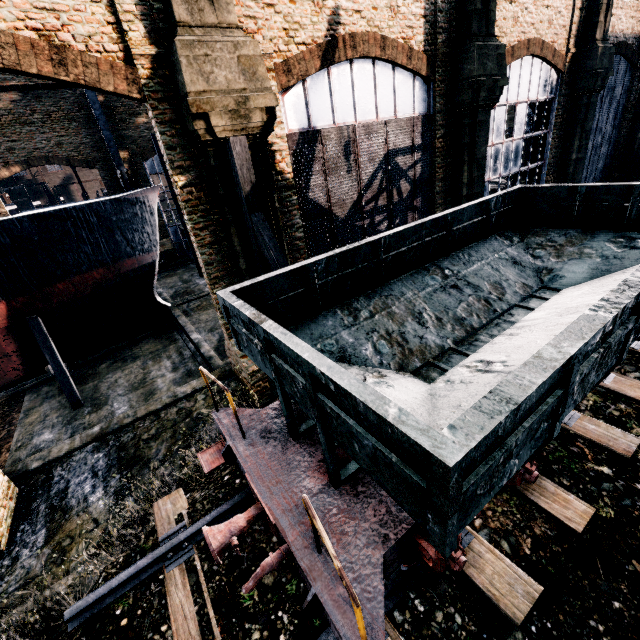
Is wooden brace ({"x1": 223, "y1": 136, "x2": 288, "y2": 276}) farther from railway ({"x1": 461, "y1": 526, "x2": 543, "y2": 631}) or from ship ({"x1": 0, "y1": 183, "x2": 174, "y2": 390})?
ship ({"x1": 0, "y1": 183, "x2": 174, "y2": 390})

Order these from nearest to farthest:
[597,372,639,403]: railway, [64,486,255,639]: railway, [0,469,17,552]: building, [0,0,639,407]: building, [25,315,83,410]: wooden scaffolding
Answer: [64,486,255,639]: railway → [597,372,639,403]: railway → [0,0,639,407]: building → [0,469,17,552]: building → [25,315,83,410]: wooden scaffolding

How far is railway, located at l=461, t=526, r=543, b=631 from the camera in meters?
4.5

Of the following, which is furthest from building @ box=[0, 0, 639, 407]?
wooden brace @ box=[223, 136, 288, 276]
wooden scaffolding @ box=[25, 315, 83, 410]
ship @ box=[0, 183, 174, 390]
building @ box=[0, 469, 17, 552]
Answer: building @ box=[0, 469, 17, 552]

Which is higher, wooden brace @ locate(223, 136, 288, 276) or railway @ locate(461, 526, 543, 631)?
wooden brace @ locate(223, 136, 288, 276)

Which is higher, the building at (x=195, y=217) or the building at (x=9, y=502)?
the building at (x=195, y=217)

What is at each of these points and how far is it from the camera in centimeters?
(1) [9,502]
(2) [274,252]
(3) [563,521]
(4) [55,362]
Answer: (1) building, 1014cm
(2) wooden brace, 930cm
(3) railway, 532cm
(4) wooden scaffolding, 1736cm

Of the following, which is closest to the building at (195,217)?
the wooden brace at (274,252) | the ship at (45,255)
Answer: the wooden brace at (274,252)
